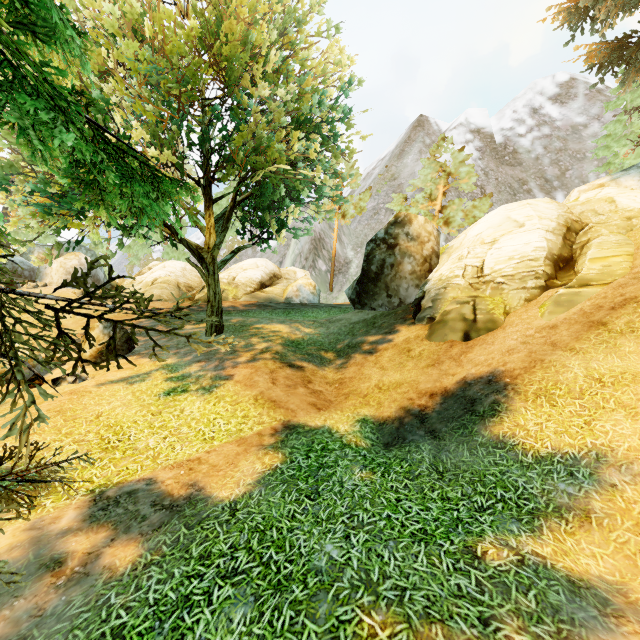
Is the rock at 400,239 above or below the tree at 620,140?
Result: below

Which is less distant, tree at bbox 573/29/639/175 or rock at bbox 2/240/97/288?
tree at bbox 573/29/639/175

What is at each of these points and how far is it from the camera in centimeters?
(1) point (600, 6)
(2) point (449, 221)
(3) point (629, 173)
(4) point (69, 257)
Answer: (1) tree, 1509cm
(2) tree, 2875cm
(3) rock, 1459cm
(4) rock, 2795cm

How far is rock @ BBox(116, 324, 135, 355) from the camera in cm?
1267

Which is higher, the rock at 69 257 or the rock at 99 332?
the rock at 69 257

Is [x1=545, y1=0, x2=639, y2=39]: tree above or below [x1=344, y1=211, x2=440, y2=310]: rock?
above

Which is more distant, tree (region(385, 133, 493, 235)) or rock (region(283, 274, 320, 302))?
tree (region(385, 133, 493, 235))

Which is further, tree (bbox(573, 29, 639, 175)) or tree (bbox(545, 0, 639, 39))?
tree (bbox(573, 29, 639, 175))
